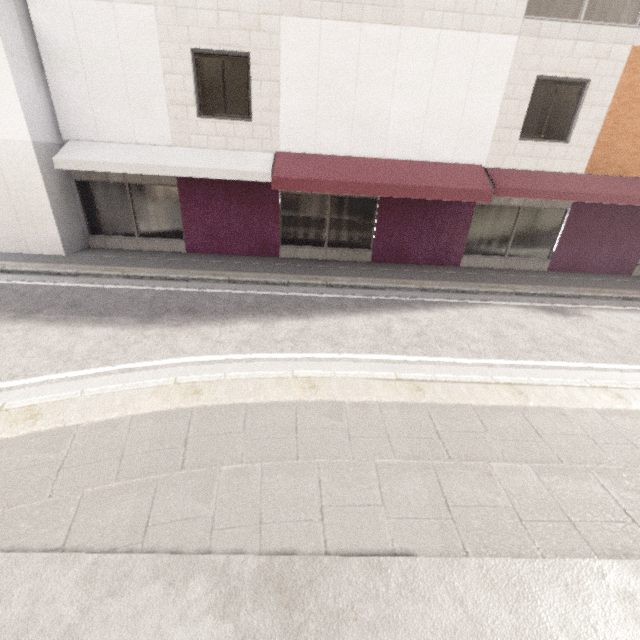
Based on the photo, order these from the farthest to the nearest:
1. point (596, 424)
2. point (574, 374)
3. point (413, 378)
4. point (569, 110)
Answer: point (569, 110)
point (574, 374)
point (413, 378)
point (596, 424)
